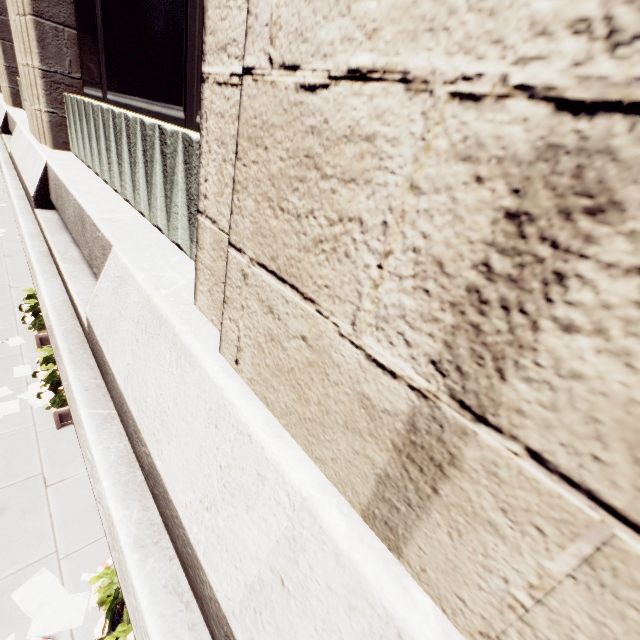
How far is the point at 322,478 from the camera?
1.3m

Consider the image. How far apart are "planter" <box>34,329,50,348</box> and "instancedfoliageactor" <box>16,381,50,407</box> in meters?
1.2

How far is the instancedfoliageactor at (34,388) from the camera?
8.42m

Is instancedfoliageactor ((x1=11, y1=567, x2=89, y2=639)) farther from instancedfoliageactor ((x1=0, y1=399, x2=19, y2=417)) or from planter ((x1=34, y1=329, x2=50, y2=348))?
planter ((x1=34, y1=329, x2=50, y2=348))

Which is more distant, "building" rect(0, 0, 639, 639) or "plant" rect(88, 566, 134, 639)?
"plant" rect(88, 566, 134, 639)

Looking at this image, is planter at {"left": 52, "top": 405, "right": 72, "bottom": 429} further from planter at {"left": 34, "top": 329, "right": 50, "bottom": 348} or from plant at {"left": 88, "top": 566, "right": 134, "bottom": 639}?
plant at {"left": 88, "top": 566, "right": 134, "bottom": 639}

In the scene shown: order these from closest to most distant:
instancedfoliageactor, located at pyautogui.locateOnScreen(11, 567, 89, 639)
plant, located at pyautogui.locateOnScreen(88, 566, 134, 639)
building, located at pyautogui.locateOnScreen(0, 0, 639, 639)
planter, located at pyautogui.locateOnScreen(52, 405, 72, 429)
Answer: building, located at pyautogui.locateOnScreen(0, 0, 639, 639) < plant, located at pyautogui.locateOnScreen(88, 566, 134, 639) < instancedfoliageactor, located at pyautogui.locateOnScreen(11, 567, 89, 639) < planter, located at pyautogui.locateOnScreen(52, 405, 72, 429)

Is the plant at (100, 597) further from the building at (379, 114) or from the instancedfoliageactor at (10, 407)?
the instancedfoliageactor at (10, 407)
